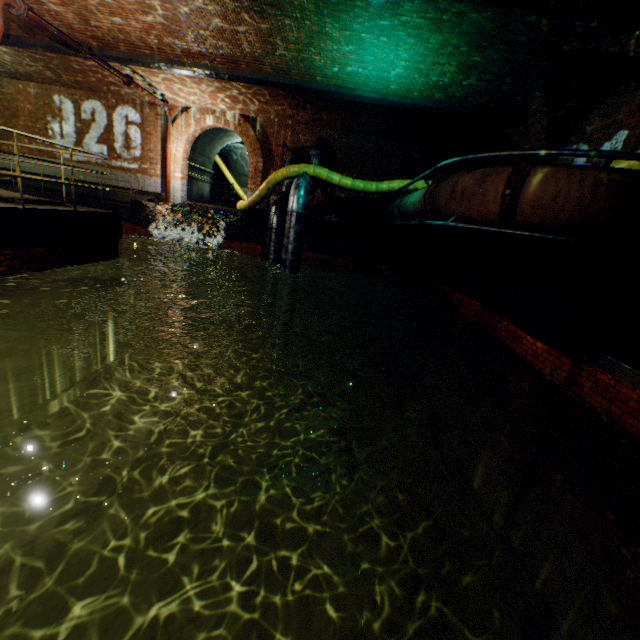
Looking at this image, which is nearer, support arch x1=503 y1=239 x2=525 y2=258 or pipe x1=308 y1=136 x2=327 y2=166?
support arch x1=503 y1=239 x2=525 y2=258

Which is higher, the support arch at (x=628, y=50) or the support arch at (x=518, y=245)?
the support arch at (x=628, y=50)

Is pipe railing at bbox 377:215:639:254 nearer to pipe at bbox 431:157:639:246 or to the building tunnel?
pipe at bbox 431:157:639:246

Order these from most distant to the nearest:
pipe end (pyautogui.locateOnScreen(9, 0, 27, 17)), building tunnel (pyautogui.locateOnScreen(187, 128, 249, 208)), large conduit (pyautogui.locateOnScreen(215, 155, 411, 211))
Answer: building tunnel (pyautogui.locateOnScreen(187, 128, 249, 208)) → large conduit (pyautogui.locateOnScreen(215, 155, 411, 211)) → pipe end (pyautogui.locateOnScreen(9, 0, 27, 17))

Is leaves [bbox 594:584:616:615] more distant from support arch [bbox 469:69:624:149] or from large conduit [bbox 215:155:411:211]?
support arch [bbox 469:69:624:149]

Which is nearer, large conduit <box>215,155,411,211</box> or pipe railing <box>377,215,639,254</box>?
pipe railing <box>377,215,639,254</box>

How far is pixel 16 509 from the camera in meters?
5.6 m

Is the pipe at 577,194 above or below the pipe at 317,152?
below
